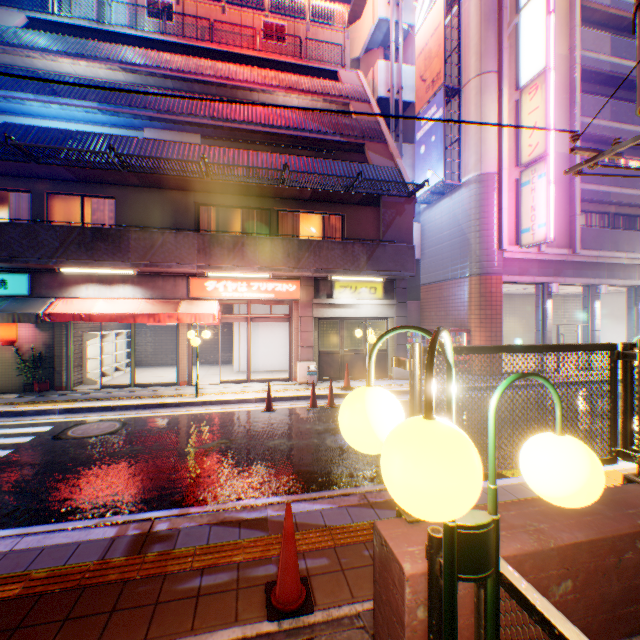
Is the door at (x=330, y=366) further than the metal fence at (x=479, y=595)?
Yes

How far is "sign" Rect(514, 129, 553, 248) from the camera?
12.9m

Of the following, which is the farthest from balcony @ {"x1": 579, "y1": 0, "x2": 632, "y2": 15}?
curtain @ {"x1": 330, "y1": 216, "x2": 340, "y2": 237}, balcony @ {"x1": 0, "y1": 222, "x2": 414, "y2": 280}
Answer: curtain @ {"x1": 330, "y1": 216, "x2": 340, "y2": 237}

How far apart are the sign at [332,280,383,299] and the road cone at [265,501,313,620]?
10.15m

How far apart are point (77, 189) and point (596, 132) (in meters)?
22.51

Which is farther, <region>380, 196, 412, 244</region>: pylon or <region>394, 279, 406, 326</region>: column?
<region>394, 279, 406, 326</region>: column

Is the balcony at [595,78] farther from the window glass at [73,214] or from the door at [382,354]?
the window glass at [73,214]

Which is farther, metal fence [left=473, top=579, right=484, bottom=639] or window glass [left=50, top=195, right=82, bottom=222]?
window glass [left=50, top=195, right=82, bottom=222]
